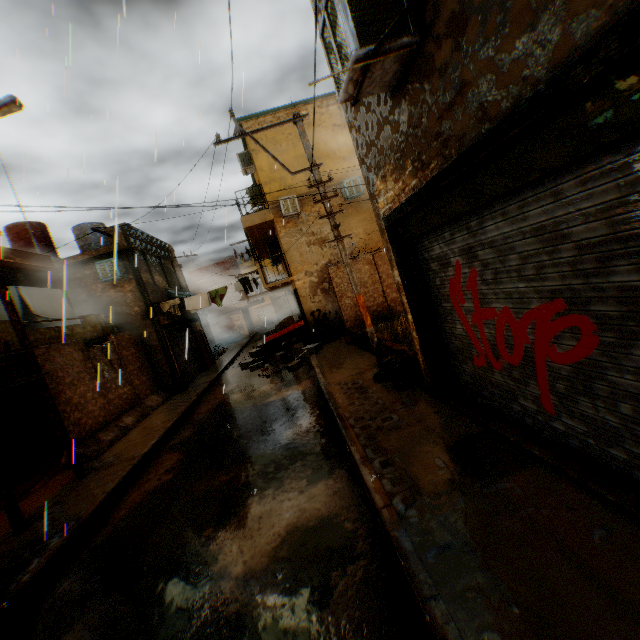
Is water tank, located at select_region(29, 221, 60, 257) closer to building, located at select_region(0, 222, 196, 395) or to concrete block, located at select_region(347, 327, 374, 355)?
building, located at select_region(0, 222, 196, 395)

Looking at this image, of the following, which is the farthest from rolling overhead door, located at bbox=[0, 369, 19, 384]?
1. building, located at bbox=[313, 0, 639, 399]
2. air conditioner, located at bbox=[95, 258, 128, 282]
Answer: air conditioner, located at bbox=[95, 258, 128, 282]

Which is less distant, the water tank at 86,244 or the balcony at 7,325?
the balcony at 7,325

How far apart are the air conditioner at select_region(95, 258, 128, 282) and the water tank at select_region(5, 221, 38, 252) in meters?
4.4

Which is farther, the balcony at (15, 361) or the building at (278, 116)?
the building at (278, 116)

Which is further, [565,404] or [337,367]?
[337,367]

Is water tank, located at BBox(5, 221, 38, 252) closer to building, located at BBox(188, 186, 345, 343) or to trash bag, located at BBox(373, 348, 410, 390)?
building, located at BBox(188, 186, 345, 343)

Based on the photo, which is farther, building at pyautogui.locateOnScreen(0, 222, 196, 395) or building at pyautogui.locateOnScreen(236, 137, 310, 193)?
building at pyautogui.locateOnScreen(236, 137, 310, 193)
